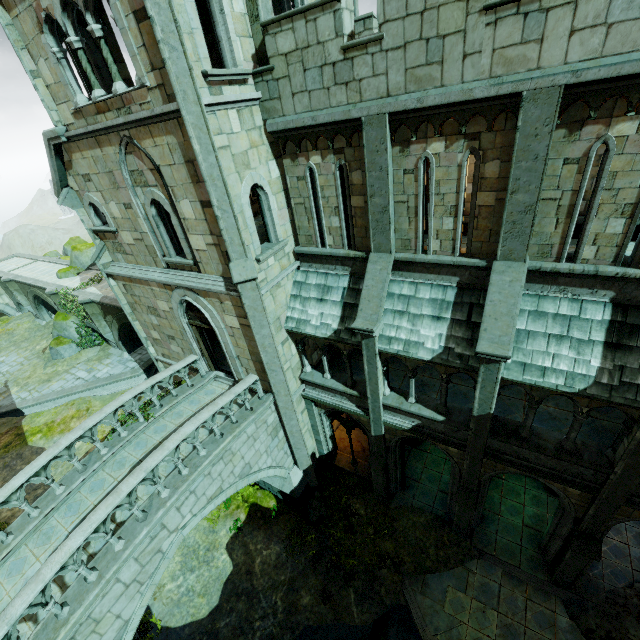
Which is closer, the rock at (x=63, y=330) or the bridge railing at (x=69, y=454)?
the bridge railing at (x=69, y=454)

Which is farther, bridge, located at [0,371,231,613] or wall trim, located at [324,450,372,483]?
wall trim, located at [324,450,372,483]

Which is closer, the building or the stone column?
the building

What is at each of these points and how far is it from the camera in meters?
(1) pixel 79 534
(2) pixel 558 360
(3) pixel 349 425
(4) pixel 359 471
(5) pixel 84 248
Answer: (1) bridge railing, 6.8 m
(2) building, 7.4 m
(3) window, 13.4 m
(4) wall trim, 14.6 m
(5) rock, 27.6 m

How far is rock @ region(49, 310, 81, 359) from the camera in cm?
2486

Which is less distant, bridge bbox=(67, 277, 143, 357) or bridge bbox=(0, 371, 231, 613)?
bridge bbox=(0, 371, 231, 613)

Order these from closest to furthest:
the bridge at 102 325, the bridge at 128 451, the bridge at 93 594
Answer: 1. the bridge at 93 594
2. the bridge at 128 451
3. the bridge at 102 325

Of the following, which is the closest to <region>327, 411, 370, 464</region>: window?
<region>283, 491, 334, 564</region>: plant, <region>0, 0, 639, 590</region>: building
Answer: <region>0, 0, 639, 590</region>: building
